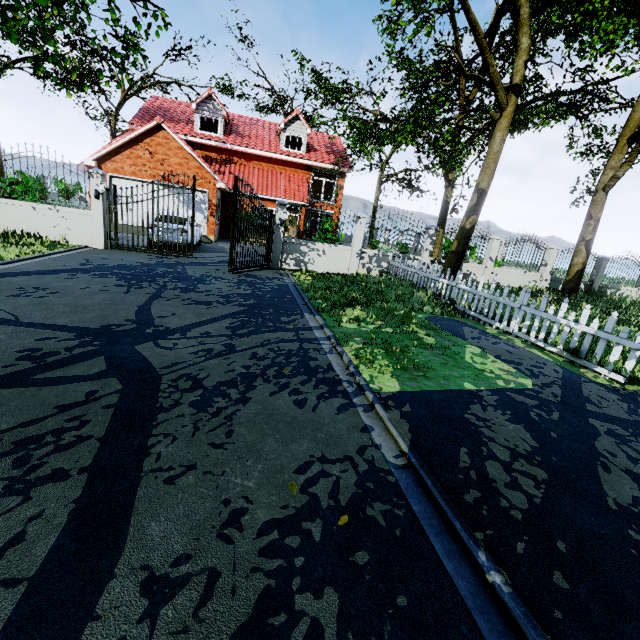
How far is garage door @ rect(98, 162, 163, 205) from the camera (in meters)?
17.11

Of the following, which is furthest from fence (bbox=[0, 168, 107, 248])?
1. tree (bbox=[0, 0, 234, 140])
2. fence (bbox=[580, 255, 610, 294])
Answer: fence (bbox=[580, 255, 610, 294])

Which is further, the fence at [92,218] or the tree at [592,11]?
the tree at [592,11]

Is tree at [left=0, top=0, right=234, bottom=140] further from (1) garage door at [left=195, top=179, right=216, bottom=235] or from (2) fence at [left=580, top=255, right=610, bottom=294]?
(1) garage door at [left=195, top=179, right=216, bottom=235]

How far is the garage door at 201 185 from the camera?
18.25m

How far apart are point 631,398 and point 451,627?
5.0 meters

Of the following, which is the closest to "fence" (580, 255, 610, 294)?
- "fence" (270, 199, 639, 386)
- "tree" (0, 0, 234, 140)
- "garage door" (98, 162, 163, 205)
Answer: "tree" (0, 0, 234, 140)

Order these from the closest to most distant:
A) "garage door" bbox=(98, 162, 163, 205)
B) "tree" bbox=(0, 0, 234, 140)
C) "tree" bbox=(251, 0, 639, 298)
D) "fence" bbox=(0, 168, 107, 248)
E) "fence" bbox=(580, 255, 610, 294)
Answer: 1. "tree" bbox=(0, 0, 234, 140)
2. "fence" bbox=(0, 168, 107, 248)
3. "tree" bbox=(251, 0, 639, 298)
4. "fence" bbox=(580, 255, 610, 294)
5. "garage door" bbox=(98, 162, 163, 205)
